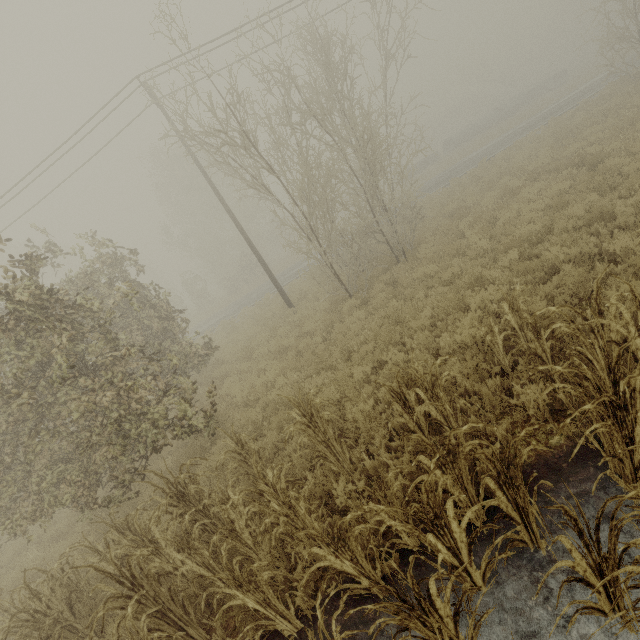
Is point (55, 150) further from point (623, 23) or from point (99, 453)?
point (623, 23)

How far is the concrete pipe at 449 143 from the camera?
39.0 meters

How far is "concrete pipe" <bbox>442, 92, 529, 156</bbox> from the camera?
39.0 meters
